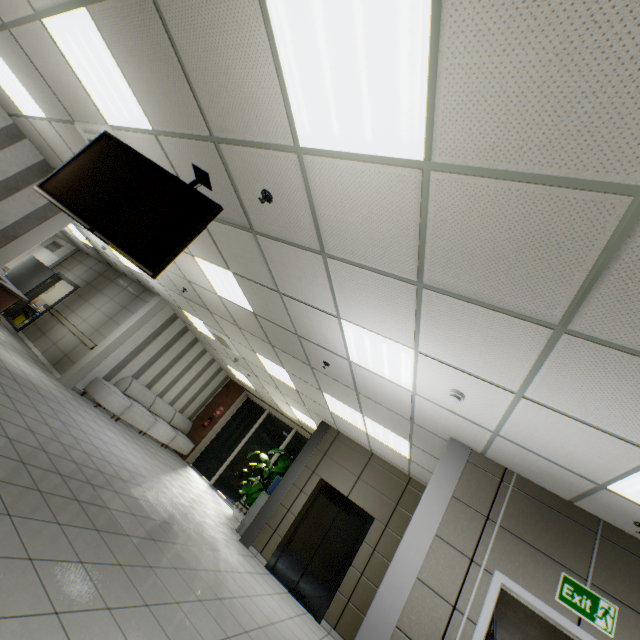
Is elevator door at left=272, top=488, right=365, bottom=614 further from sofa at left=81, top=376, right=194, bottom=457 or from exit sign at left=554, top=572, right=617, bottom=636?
→ sofa at left=81, top=376, right=194, bottom=457

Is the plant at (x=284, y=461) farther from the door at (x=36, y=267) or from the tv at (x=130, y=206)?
the tv at (x=130, y=206)

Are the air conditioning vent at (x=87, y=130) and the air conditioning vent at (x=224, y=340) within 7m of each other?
yes

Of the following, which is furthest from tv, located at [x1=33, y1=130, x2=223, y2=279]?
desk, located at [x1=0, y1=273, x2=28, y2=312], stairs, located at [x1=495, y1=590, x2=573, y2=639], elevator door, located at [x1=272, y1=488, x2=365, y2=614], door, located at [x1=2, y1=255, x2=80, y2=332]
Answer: door, located at [x1=2, y1=255, x2=80, y2=332]

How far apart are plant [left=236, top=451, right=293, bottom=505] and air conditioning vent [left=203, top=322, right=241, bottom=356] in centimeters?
359cm

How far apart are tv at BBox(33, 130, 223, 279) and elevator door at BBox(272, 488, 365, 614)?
6.9 meters

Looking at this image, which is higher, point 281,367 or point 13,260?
point 281,367

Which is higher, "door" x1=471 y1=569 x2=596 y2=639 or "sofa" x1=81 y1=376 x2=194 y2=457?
"door" x1=471 y1=569 x2=596 y2=639
